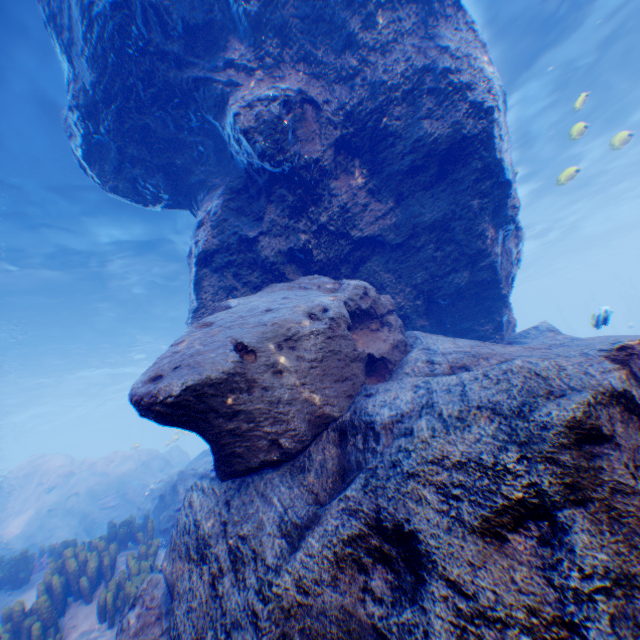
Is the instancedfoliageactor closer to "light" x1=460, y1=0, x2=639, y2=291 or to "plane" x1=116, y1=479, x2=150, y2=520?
"plane" x1=116, y1=479, x2=150, y2=520

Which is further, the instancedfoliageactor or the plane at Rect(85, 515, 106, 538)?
the plane at Rect(85, 515, 106, 538)

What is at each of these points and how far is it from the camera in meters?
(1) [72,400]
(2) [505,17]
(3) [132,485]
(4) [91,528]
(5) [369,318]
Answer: (1) light, 41.0 m
(2) light, 9.7 m
(3) plane, 16.1 m
(4) plane, 14.8 m
(5) rock, 4.9 m

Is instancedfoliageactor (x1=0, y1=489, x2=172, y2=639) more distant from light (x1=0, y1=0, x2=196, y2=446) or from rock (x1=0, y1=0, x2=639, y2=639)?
light (x1=0, y1=0, x2=196, y2=446)

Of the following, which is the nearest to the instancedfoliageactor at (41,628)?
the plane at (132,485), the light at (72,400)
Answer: the plane at (132,485)

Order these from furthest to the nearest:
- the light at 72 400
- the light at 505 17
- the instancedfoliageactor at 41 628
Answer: the light at 505 17
the light at 72 400
the instancedfoliageactor at 41 628

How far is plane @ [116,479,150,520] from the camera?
14.8 meters
